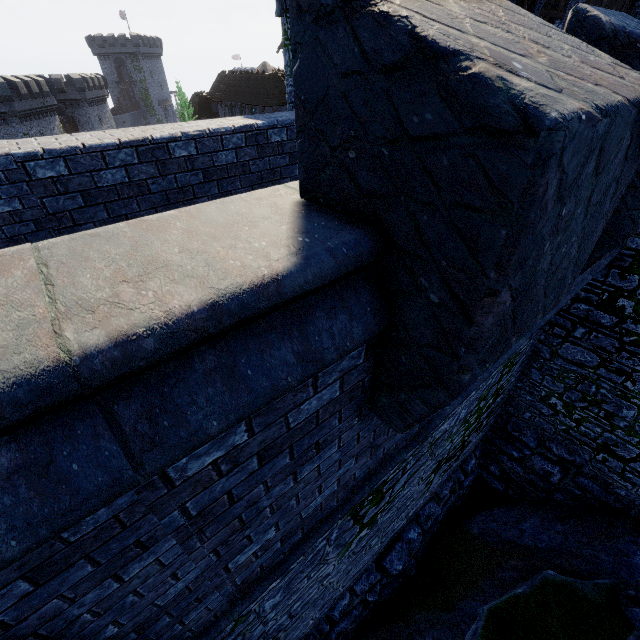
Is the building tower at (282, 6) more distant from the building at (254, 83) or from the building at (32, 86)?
the building at (32, 86)

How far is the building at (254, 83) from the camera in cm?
4069

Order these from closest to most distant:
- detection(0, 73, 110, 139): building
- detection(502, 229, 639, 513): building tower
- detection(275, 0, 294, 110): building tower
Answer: detection(502, 229, 639, 513): building tower < detection(275, 0, 294, 110): building tower < detection(0, 73, 110, 139): building

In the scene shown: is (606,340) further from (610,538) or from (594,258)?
(594,258)

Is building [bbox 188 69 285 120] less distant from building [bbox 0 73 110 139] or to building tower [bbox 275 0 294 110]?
building [bbox 0 73 110 139]

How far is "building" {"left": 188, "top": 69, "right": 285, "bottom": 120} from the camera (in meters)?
40.69

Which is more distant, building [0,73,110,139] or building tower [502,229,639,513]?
building [0,73,110,139]
